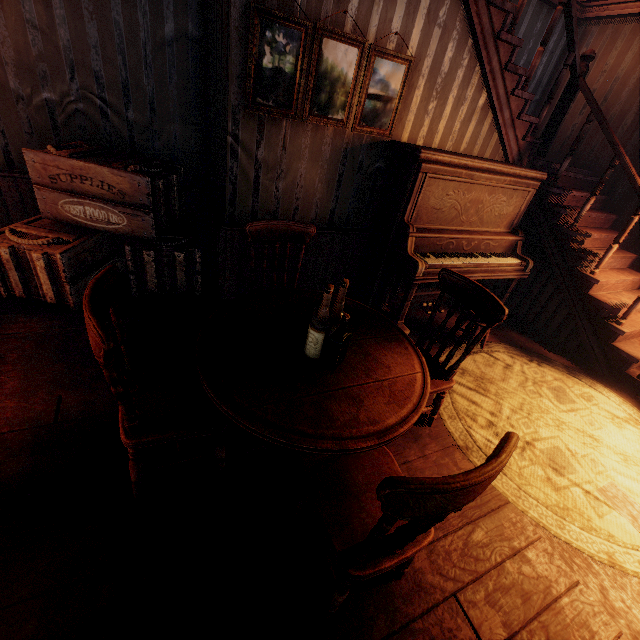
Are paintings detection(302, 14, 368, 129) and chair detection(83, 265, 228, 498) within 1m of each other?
no

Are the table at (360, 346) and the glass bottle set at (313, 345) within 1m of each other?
yes

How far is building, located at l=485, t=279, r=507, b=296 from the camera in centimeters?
489cm

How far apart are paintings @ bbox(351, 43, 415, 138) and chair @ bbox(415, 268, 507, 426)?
1.8 meters

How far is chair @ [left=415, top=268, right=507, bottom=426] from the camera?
2.10m

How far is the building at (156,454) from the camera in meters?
2.0

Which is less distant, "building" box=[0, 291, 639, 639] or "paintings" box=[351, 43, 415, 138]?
"building" box=[0, 291, 639, 639]

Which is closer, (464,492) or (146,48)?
(464,492)
